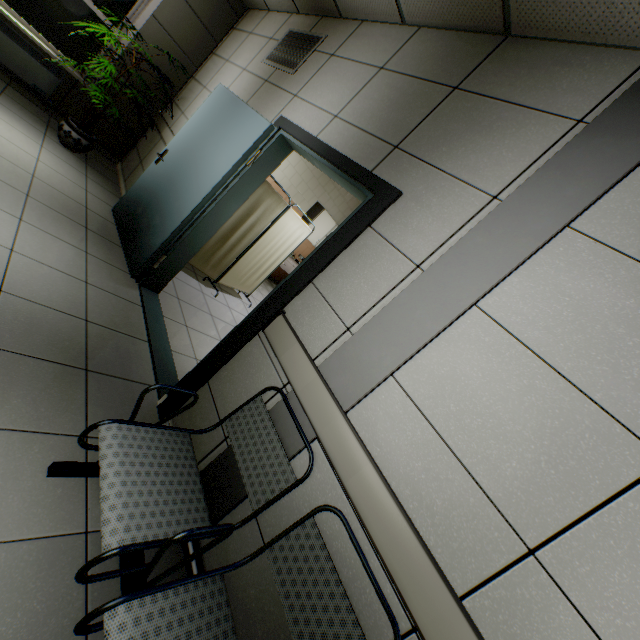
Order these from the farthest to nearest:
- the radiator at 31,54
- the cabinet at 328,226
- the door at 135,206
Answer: the cabinet at 328,226, the radiator at 31,54, the door at 135,206

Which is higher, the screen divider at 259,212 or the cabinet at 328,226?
the cabinet at 328,226

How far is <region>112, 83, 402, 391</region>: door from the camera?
2.04m

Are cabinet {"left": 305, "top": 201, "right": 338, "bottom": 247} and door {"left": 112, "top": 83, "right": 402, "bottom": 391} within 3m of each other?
no

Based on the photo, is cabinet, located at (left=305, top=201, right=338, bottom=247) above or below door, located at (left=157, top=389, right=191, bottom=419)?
above

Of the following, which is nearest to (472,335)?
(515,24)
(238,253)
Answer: (515,24)

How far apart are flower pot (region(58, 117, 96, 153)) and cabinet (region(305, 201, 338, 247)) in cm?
426

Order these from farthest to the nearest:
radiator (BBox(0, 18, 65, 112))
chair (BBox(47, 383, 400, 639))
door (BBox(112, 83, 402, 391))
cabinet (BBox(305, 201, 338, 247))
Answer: cabinet (BBox(305, 201, 338, 247))
radiator (BBox(0, 18, 65, 112))
door (BBox(112, 83, 402, 391))
chair (BBox(47, 383, 400, 639))
